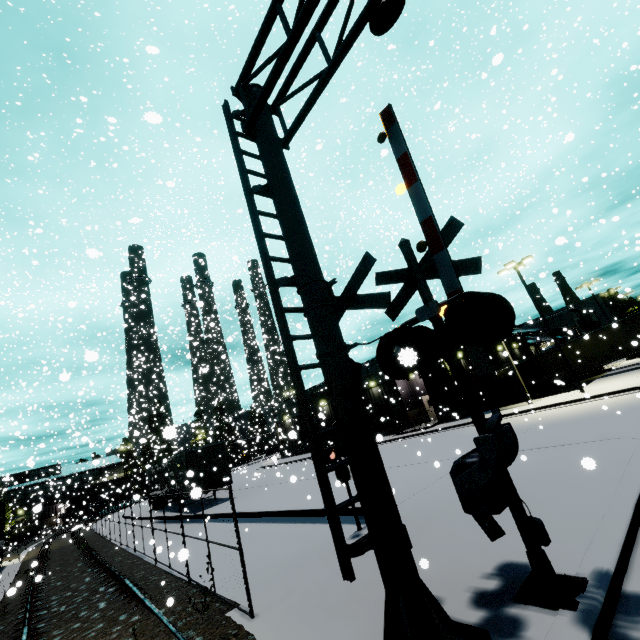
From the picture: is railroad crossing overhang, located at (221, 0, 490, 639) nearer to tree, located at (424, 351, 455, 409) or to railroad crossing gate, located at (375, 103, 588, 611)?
railroad crossing gate, located at (375, 103, 588, 611)

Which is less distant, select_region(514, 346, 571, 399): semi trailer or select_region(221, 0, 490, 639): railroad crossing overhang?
select_region(221, 0, 490, 639): railroad crossing overhang

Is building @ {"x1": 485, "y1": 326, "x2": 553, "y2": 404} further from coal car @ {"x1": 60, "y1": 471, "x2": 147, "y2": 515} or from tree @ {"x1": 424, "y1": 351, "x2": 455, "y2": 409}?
coal car @ {"x1": 60, "y1": 471, "x2": 147, "y2": 515}

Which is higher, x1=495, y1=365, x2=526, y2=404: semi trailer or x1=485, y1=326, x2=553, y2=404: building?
x1=485, y1=326, x2=553, y2=404: building

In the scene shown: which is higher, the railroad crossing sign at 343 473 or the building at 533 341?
the building at 533 341

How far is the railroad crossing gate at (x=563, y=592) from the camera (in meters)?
3.99

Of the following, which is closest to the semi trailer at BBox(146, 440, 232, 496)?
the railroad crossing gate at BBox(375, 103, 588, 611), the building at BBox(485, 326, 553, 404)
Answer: the building at BBox(485, 326, 553, 404)

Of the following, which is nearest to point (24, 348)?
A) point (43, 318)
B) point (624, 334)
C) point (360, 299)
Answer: point (43, 318)
